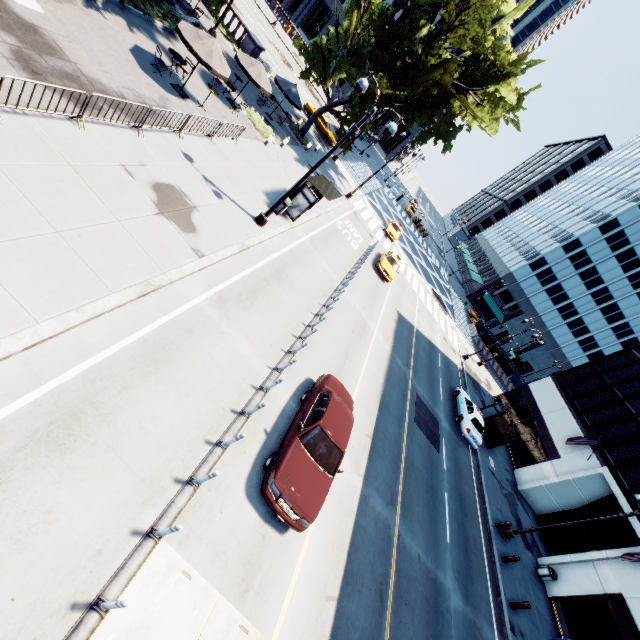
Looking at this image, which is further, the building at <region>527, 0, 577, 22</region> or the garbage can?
the building at <region>527, 0, 577, 22</region>

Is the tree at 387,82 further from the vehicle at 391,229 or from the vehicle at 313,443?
the vehicle at 313,443

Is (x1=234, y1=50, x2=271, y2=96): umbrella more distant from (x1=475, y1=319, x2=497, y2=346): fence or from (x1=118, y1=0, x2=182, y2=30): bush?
(x1=475, y1=319, x2=497, y2=346): fence

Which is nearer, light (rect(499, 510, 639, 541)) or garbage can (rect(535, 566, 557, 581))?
light (rect(499, 510, 639, 541))

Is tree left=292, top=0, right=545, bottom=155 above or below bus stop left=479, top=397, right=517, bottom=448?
above

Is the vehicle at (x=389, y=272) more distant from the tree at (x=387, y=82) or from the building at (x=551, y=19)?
the building at (x=551, y=19)

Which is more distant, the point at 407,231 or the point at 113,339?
the point at 407,231

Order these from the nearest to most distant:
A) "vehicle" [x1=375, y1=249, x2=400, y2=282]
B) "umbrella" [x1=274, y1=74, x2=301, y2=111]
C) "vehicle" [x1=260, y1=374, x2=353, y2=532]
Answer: "vehicle" [x1=260, y1=374, x2=353, y2=532]
"umbrella" [x1=274, y1=74, x2=301, y2=111]
"vehicle" [x1=375, y1=249, x2=400, y2=282]
